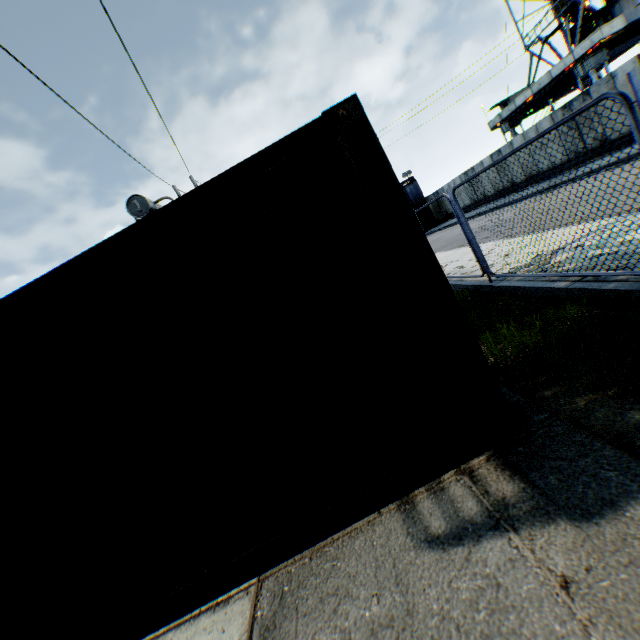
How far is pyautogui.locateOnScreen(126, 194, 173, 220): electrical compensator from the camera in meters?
11.1

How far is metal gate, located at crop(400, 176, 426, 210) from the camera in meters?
35.2

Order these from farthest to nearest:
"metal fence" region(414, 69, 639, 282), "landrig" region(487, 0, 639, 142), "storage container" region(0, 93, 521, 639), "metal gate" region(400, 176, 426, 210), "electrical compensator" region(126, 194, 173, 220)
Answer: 1. "metal gate" region(400, 176, 426, 210)
2. "landrig" region(487, 0, 639, 142)
3. "electrical compensator" region(126, 194, 173, 220)
4. "metal fence" region(414, 69, 639, 282)
5. "storage container" region(0, 93, 521, 639)

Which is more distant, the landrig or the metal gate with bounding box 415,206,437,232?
the metal gate with bounding box 415,206,437,232

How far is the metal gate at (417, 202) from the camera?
35.2m

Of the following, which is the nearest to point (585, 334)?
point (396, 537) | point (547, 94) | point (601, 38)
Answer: point (396, 537)

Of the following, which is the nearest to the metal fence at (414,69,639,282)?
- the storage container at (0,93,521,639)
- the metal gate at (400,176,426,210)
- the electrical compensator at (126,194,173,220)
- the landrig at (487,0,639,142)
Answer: the storage container at (0,93,521,639)

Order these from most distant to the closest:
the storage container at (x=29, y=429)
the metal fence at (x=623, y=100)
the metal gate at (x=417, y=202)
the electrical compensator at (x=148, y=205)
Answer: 1. the metal gate at (x=417, y=202)
2. the electrical compensator at (x=148, y=205)
3. the metal fence at (x=623, y=100)
4. the storage container at (x=29, y=429)
